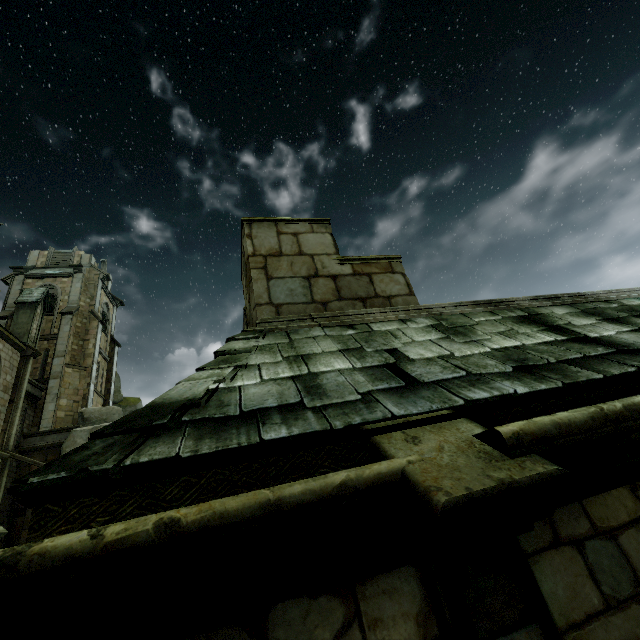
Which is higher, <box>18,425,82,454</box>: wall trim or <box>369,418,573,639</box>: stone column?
<box>18,425,82,454</box>: wall trim

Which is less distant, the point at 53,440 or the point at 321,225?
the point at 321,225

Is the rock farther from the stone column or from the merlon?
the stone column

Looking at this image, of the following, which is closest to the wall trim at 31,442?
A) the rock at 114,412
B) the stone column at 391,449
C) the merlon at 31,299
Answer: the rock at 114,412

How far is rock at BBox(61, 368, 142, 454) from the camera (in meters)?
20.05

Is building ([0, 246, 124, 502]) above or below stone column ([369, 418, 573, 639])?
above

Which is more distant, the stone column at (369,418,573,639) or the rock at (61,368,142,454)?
the rock at (61,368,142,454)

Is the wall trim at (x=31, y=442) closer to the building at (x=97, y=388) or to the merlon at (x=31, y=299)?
the building at (x=97, y=388)
